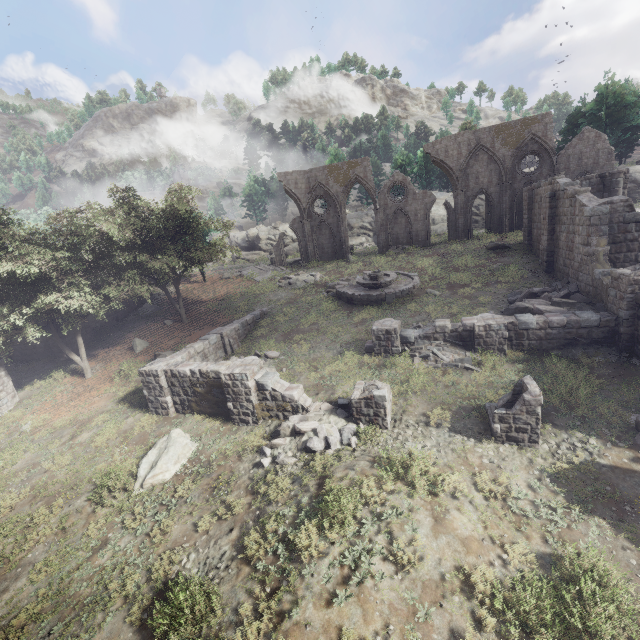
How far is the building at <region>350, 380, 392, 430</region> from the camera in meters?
11.3 m

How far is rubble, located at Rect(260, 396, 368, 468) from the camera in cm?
1092

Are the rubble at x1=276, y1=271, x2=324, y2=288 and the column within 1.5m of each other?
no

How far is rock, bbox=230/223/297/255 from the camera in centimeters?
5147cm

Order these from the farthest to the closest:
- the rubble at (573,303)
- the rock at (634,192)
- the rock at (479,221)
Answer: the rock at (479,221) < the rock at (634,192) < the rubble at (573,303)

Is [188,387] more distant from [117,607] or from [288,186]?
[288,186]

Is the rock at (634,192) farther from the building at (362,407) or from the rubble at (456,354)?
the rubble at (456,354)

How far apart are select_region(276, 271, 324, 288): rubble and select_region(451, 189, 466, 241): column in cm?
1542
